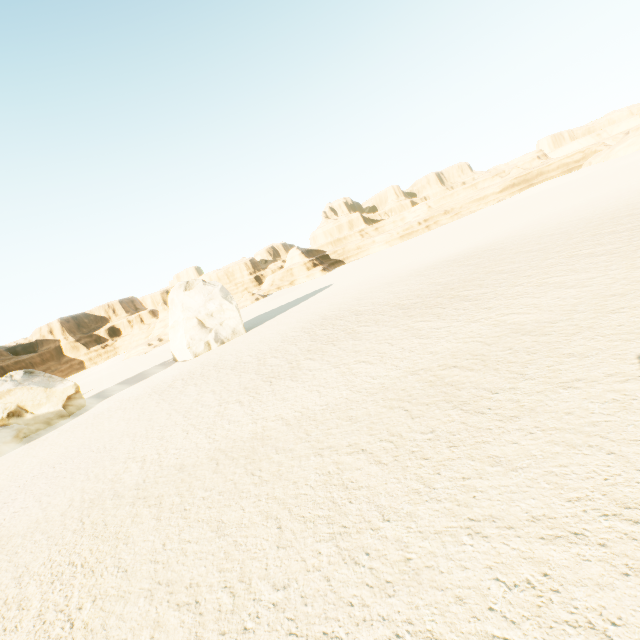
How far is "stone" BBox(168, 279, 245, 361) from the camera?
30.2 meters

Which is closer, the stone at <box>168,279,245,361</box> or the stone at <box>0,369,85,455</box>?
the stone at <box>0,369,85,455</box>

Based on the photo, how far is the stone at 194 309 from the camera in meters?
30.2

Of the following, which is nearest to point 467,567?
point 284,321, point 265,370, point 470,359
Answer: point 470,359

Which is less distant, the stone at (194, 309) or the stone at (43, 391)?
the stone at (43, 391)
